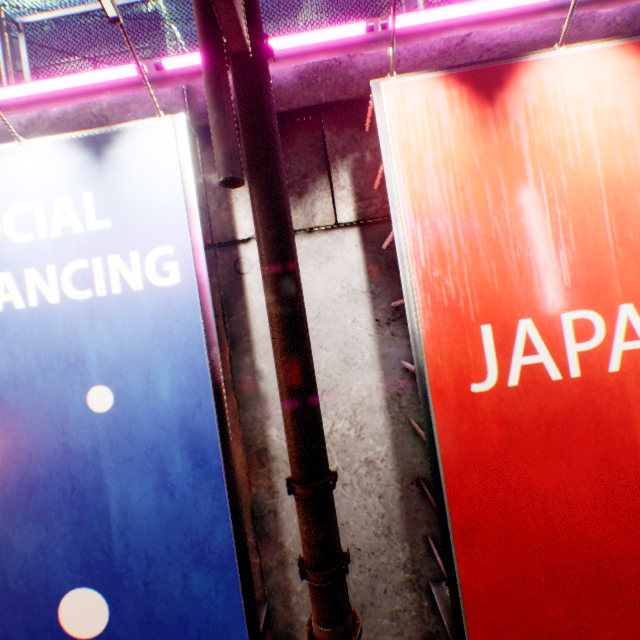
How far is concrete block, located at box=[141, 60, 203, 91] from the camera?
3.5 meters

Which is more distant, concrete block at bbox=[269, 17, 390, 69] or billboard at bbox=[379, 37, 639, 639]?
concrete block at bbox=[269, 17, 390, 69]

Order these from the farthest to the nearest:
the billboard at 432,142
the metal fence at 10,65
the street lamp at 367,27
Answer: the metal fence at 10,65 < the street lamp at 367,27 < the billboard at 432,142

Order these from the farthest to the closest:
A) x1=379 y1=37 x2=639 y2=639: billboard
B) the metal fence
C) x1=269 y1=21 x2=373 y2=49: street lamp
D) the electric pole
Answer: the metal fence < x1=269 y1=21 x2=373 y2=49: street lamp < x1=379 y1=37 x2=639 y2=639: billboard < the electric pole

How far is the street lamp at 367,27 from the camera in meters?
3.2

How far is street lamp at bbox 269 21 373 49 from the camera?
3.2m

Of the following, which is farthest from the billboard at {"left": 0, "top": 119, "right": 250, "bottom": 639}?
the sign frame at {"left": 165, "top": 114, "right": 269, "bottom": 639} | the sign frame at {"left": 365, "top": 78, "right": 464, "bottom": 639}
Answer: the sign frame at {"left": 365, "top": 78, "right": 464, "bottom": 639}

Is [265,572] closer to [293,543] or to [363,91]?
[293,543]
